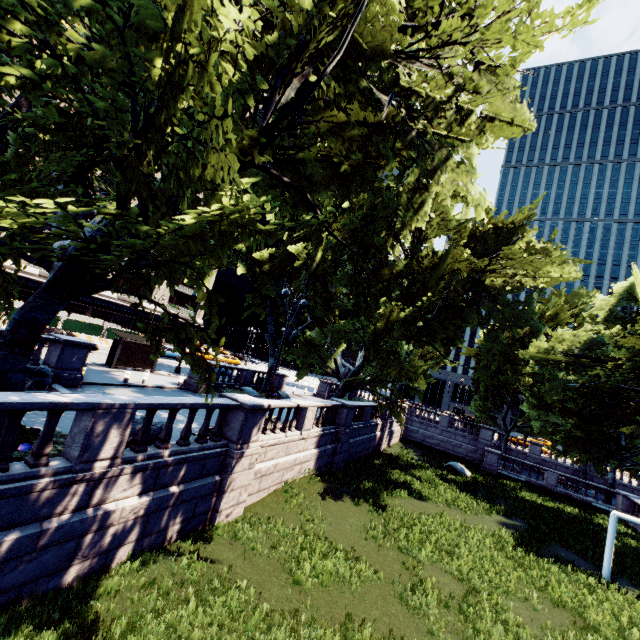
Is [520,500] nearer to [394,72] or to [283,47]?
[394,72]

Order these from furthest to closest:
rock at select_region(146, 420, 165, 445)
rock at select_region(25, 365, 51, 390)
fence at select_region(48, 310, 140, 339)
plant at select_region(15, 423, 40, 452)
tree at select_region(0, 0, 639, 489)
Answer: fence at select_region(48, 310, 140, 339) < rock at select_region(25, 365, 51, 390) < rock at select_region(146, 420, 165, 445) < plant at select_region(15, 423, 40, 452) < tree at select_region(0, 0, 639, 489)

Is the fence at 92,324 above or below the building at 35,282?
below

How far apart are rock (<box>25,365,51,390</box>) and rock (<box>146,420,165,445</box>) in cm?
580

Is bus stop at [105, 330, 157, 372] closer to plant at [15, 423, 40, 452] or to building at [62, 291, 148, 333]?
plant at [15, 423, 40, 452]

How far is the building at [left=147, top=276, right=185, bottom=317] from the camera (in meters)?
54.38

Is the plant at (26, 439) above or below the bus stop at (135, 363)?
below

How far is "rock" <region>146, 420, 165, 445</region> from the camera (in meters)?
9.68
